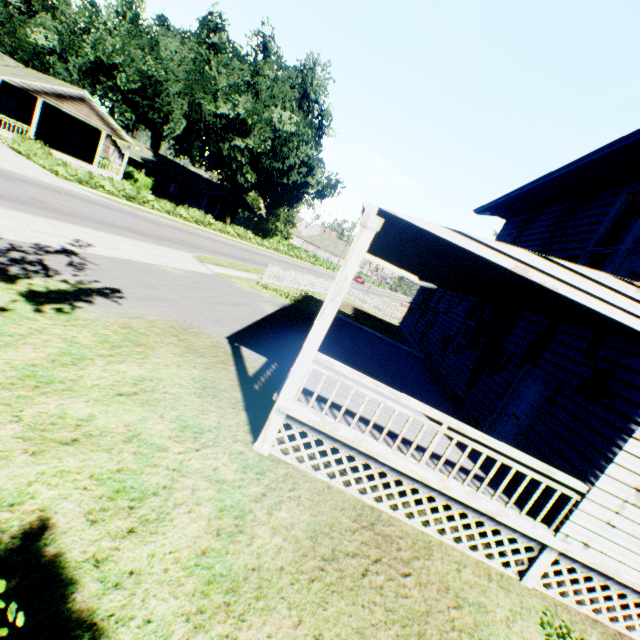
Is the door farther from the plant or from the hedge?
the hedge

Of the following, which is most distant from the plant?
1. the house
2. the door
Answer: the door

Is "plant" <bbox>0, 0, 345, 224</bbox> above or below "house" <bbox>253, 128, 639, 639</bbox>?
above

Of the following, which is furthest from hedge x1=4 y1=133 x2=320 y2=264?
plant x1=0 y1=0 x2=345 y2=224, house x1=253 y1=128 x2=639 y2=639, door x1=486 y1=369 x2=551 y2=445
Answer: door x1=486 y1=369 x2=551 y2=445

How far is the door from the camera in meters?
7.2 m

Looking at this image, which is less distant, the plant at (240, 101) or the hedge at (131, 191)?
the hedge at (131, 191)

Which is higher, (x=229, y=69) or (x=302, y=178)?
(x=229, y=69)

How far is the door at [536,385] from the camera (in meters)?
7.18
